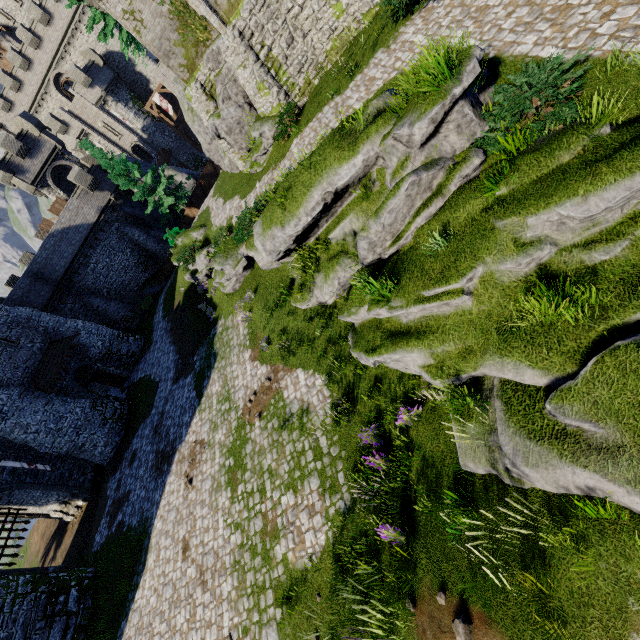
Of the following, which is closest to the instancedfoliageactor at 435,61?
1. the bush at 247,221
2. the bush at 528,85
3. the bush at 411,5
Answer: the bush at 528,85

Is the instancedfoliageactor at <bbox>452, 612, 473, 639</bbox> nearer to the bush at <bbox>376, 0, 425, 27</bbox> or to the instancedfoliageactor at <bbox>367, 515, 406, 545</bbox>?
the instancedfoliageactor at <bbox>367, 515, 406, 545</bbox>

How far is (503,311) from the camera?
5.7 meters

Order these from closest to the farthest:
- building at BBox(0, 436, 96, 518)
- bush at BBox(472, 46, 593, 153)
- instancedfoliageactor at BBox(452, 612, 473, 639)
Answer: instancedfoliageactor at BBox(452, 612, 473, 639)
bush at BBox(472, 46, 593, 153)
building at BBox(0, 436, 96, 518)

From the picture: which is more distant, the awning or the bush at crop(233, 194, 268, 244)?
the awning

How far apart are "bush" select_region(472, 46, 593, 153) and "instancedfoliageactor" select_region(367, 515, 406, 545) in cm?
861

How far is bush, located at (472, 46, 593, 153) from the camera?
6.1m

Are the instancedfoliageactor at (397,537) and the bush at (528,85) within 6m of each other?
no
